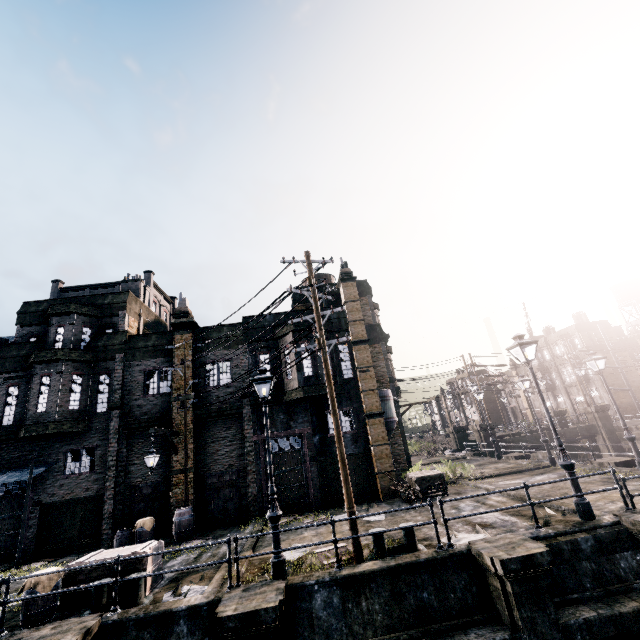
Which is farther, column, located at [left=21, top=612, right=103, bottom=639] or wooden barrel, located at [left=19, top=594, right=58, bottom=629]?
wooden barrel, located at [left=19, top=594, right=58, bottom=629]

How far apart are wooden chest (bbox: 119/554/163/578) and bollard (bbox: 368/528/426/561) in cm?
686

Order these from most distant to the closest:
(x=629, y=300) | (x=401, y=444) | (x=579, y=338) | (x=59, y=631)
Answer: (x=629, y=300) → (x=579, y=338) → (x=401, y=444) → (x=59, y=631)

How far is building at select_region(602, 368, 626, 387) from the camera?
45.5 meters

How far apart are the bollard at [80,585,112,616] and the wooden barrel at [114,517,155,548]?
6.8m

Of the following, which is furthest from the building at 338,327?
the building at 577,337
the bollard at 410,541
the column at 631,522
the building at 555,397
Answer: the building at 577,337

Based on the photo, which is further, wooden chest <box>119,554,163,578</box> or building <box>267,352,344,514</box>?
building <box>267,352,344,514</box>

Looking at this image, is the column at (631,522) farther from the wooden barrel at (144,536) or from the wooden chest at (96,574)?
the wooden barrel at (144,536)
